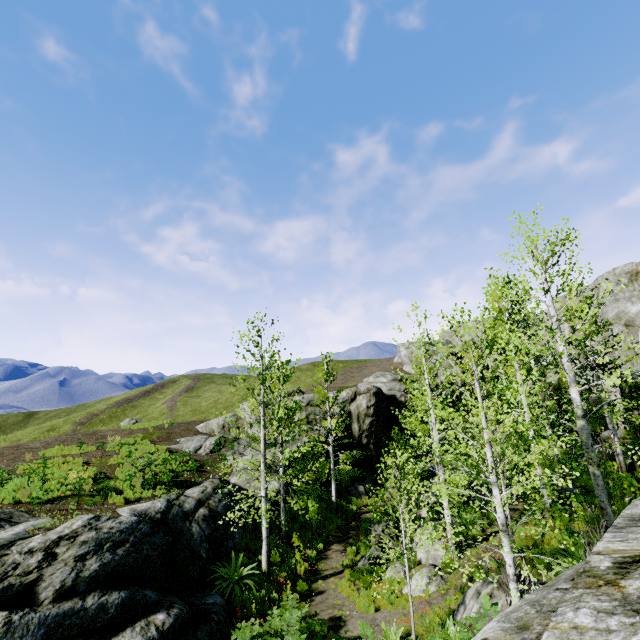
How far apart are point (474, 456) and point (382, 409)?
19.30m

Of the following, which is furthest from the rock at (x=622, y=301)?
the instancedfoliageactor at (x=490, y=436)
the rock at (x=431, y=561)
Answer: the rock at (x=431, y=561)

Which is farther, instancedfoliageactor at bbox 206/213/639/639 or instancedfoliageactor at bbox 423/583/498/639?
instancedfoliageactor at bbox 206/213/639/639

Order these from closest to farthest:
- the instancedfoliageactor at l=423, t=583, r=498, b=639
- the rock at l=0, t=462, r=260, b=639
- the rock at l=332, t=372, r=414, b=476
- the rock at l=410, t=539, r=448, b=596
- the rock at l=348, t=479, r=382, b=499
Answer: the instancedfoliageactor at l=423, t=583, r=498, b=639 < the rock at l=0, t=462, r=260, b=639 < the rock at l=410, t=539, r=448, b=596 < the rock at l=348, t=479, r=382, b=499 < the rock at l=332, t=372, r=414, b=476

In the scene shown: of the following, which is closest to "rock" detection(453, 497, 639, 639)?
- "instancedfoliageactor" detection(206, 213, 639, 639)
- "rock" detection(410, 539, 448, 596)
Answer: "instancedfoliageactor" detection(206, 213, 639, 639)

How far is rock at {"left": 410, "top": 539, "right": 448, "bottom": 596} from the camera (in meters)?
11.23

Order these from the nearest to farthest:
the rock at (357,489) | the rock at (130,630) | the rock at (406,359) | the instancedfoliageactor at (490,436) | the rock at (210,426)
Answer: the rock at (130,630) < the instancedfoliageactor at (490,436) < the rock at (210,426) < the rock at (357,489) < the rock at (406,359)

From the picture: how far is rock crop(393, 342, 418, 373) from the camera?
45.2 meters
